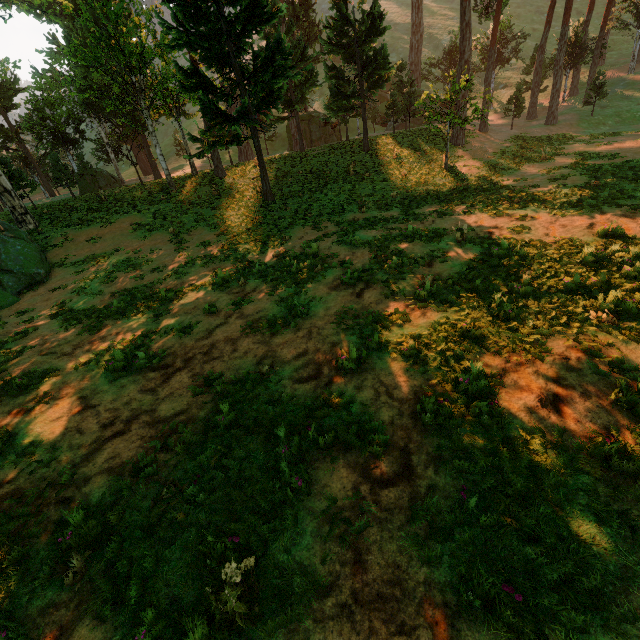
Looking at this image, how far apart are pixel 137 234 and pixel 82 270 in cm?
397
